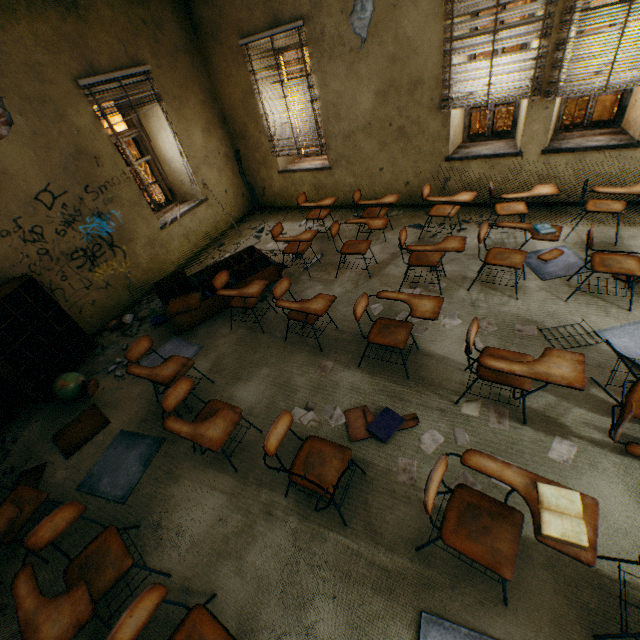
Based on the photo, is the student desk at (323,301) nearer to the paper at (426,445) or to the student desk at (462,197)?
the paper at (426,445)

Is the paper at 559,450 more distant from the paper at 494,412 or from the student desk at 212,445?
the student desk at 212,445

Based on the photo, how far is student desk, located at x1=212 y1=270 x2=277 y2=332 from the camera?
3.8 meters

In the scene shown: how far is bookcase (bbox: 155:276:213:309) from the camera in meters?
5.0

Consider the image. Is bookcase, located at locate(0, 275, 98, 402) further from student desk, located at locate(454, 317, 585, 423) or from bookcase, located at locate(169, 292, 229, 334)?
student desk, located at locate(454, 317, 585, 423)

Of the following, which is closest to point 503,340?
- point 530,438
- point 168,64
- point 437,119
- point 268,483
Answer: point 530,438

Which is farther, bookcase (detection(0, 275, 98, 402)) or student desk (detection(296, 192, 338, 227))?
student desk (detection(296, 192, 338, 227))

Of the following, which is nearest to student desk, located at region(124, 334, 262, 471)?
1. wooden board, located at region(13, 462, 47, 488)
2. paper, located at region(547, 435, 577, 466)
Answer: wooden board, located at region(13, 462, 47, 488)
